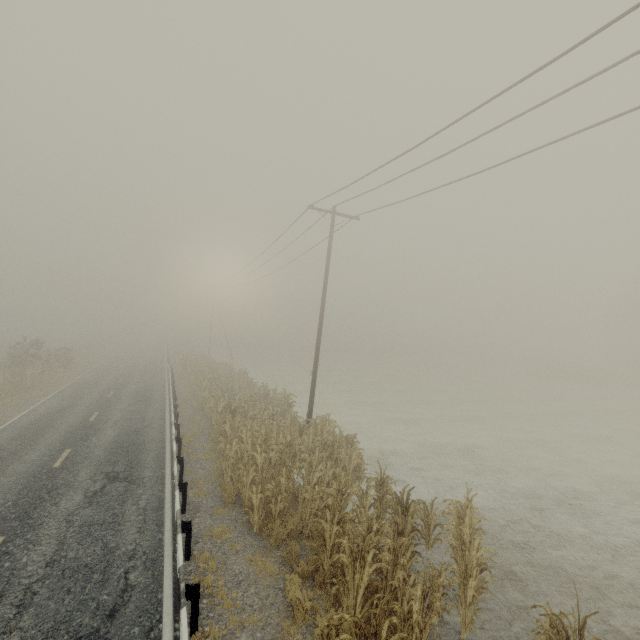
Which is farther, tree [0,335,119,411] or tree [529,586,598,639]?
tree [0,335,119,411]

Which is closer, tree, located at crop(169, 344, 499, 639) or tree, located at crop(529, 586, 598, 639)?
tree, located at crop(529, 586, 598, 639)

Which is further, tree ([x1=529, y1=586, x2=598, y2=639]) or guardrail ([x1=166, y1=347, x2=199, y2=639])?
guardrail ([x1=166, y1=347, x2=199, y2=639])

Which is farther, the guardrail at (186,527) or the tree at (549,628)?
the guardrail at (186,527)

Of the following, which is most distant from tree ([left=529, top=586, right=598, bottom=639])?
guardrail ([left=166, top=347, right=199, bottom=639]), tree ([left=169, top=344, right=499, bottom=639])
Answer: guardrail ([left=166, top=347, right=199, bottom=639])

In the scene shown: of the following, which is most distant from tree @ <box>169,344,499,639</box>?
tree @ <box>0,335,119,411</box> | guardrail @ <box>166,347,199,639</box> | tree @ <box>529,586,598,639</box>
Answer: tree @ <box>0,335,119,411</box>

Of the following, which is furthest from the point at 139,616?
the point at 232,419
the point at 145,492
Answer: the point at 232,419

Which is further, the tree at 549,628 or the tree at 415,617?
the tree at 415,617
